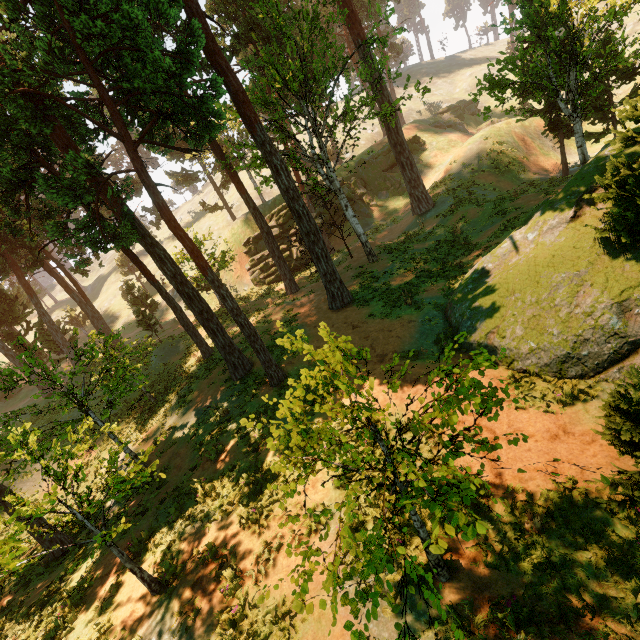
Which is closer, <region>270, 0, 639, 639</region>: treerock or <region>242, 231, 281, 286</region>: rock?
<region>270, 0, 639, 639</region>: treerock

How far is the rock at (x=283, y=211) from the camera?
35.2m

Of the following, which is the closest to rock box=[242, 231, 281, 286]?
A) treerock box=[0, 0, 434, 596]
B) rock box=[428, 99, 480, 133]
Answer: treerock box=[0, 0, 434, 596]

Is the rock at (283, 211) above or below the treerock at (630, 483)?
above

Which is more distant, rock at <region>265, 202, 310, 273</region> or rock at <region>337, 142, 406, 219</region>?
rock at <region>337, 142, 406, 219</region>

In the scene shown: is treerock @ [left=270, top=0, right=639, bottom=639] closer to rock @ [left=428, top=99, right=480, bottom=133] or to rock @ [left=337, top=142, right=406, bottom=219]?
rock @ [left=337, top=142, right=406, bottom=219]

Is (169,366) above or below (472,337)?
above
